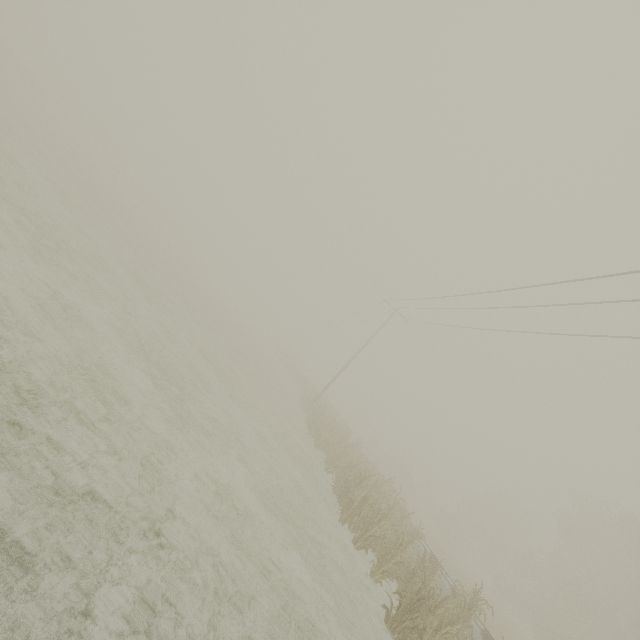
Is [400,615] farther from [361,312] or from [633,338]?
[361,312]

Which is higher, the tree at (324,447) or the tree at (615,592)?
the tree at (615,592)

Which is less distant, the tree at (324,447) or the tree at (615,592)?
the tree at (324,447)

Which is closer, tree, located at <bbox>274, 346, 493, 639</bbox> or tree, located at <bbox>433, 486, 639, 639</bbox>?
tree, located at <bbox>274, 346, 493, 639</bbox>

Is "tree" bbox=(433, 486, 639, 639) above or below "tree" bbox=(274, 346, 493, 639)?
above
